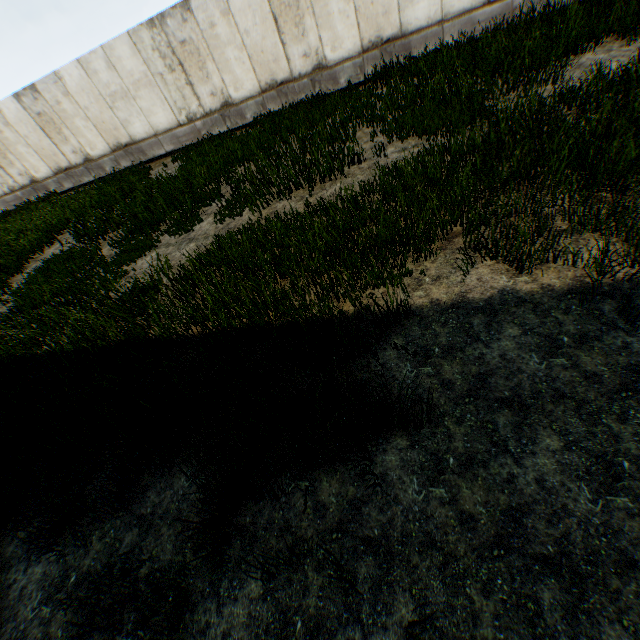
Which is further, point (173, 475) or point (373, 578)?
point (173, 475)
